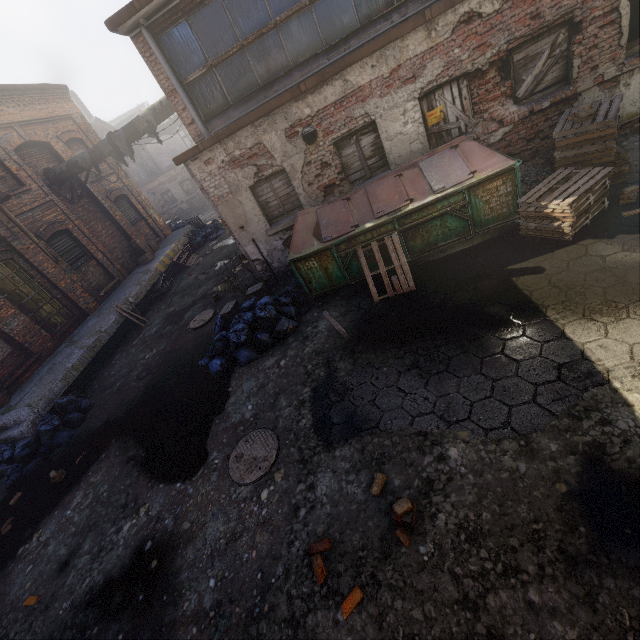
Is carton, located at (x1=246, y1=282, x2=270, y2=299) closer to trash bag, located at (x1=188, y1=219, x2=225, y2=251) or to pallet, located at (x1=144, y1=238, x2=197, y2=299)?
pallet, located at (x1=144, y1=238, x2=197, y2=299)

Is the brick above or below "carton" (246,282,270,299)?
above

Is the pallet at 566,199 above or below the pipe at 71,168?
below

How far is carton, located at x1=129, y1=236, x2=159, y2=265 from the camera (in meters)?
14.69

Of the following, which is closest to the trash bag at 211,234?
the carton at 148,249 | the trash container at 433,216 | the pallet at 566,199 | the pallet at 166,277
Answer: the pallet at 166,277

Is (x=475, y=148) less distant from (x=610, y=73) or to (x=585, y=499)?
(x=610, y=73)

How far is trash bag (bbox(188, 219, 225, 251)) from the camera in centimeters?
1717cm

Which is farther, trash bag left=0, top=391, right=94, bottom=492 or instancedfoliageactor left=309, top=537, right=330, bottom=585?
trash bag left=0, top=391, right=94, bottom=492
